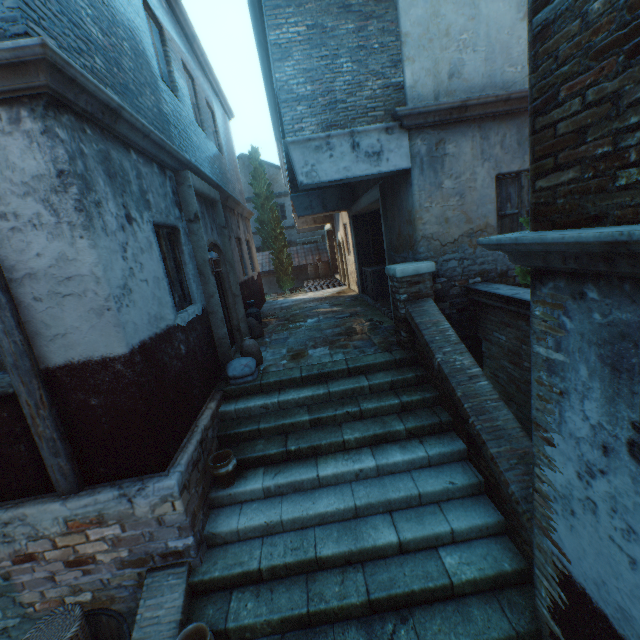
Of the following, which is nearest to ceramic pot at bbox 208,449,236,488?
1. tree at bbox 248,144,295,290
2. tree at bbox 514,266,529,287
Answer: tree at bbox 514,266,529,287

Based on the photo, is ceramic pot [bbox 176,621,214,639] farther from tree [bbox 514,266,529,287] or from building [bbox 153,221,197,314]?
tree [bbox 514,266,529,287]

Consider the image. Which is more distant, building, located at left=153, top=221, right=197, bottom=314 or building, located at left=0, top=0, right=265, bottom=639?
building, located at left=153, top=221, right=197, bottom=314

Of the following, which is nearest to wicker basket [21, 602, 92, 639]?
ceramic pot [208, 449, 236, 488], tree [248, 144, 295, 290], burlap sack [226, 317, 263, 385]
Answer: ceramic pot [208, 449, 236, 488]

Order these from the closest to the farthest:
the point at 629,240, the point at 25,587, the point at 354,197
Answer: the point at 629,240, the point at 25,587, the point at 354,197

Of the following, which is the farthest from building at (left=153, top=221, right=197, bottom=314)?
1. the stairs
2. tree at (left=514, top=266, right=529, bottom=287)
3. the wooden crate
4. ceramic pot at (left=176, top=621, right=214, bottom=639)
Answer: tree at (left=514, top=266, right=529, bottom=287)

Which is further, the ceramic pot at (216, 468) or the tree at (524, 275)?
the tree at (524, 275)

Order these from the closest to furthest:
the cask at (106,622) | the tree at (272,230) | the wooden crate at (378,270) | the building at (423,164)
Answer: the building at (423,164), the cask at (106,622), the wooden crate at (378,270), the tree at (272,230)
